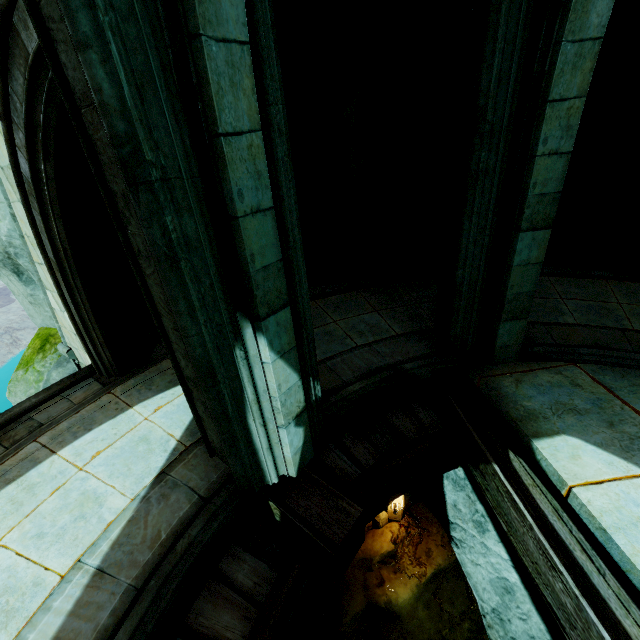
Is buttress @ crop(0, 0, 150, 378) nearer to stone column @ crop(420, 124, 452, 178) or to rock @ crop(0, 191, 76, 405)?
rock @ crop(0, 191, 76, 405)

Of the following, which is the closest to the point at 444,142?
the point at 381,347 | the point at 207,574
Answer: the point at 381,347

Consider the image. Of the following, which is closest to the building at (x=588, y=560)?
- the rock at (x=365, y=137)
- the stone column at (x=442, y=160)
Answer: the rock at (x=365, y=137)

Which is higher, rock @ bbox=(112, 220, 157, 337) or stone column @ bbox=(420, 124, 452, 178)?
stone column @ bbox=(420, 124, 452, 178)

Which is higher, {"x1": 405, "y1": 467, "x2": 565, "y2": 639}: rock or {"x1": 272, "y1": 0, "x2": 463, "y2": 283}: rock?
{"x1": 272, "y1": 0, "x2": 463, "y2": 283}: rock

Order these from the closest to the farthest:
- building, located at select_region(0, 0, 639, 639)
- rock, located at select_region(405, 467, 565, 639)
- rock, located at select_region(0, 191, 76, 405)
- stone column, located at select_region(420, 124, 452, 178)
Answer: building, located at select_region(0, 0, 639, 639), rock, located at select_region(405, 467, 565, 639), rock, located at select_region(0, 191, 76, 405), stone column, located at select_region(420, 124, 452, 178)

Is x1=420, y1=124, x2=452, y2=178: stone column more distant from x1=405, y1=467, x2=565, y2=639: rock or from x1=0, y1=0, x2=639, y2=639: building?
x1=0, y1=0, x2=639, y2=639: building

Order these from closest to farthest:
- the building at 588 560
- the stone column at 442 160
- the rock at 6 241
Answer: the building at 588 560 < the rock at 6 241 < the stone column at 442 160
